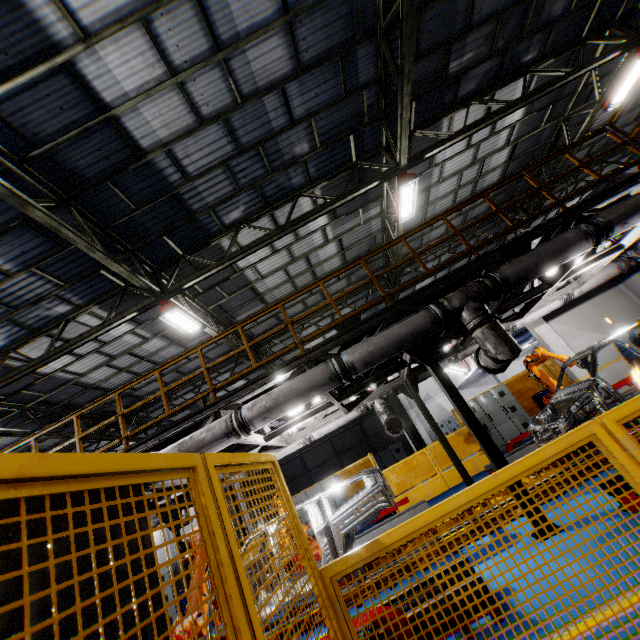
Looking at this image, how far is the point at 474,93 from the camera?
9.36m

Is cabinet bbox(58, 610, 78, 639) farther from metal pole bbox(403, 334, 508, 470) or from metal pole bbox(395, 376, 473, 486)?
metal pole bbox(395, 376, 473, 486)

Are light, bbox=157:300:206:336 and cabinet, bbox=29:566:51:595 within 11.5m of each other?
yes

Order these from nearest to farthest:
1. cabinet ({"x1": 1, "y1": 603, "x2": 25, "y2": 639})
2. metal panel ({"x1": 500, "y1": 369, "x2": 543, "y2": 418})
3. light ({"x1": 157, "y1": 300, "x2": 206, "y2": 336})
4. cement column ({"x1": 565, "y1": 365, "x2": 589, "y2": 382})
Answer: cabinet ({"x1": 1, "y1": 603, "x2": 25, "y2": 639}) → light ({"x1": 157, "y1": 300, "x2": 206, "y2": 336}) → cement column ({"x1": 565, "y1": 365, "x2": 589, "y2": 382}) → metal panel ({"x1": 500, "y1": 369, "x2": 543, "y2": 418})

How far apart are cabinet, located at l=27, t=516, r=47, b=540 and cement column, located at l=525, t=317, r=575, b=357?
14.1m

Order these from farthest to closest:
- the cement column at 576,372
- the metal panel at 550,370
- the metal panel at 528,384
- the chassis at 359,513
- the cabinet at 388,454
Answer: the cabinet at 388,454, the metal panel at 528,384, the metal panel at 550,370, the cement column at 576,372, the chassis at 359,513

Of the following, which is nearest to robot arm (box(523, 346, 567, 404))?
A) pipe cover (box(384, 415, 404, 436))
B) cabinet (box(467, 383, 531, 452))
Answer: cabinet (box(467, 383, 531, 452))

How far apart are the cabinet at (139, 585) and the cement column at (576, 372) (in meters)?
14.14
